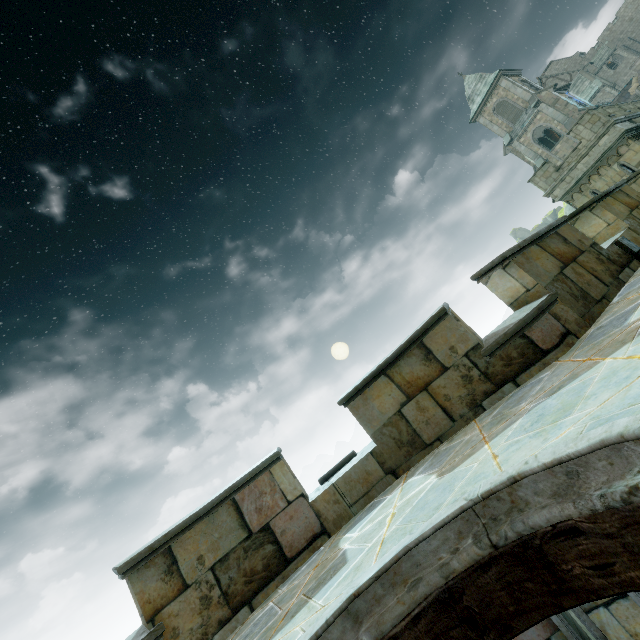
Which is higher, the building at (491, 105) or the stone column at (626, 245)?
the building at (491, 105)

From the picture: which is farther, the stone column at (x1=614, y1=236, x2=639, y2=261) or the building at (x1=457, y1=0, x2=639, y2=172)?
the building at (x1=457, y1=0, x2=639, y2=172)

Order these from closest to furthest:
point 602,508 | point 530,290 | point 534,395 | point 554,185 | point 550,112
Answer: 1. point 602,508
2. point 534,395
3. point 530,290
4. point 554,185
5. point 550,112

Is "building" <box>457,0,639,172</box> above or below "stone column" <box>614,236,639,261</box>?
above

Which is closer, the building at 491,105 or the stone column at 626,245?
the stone column at 626,245
